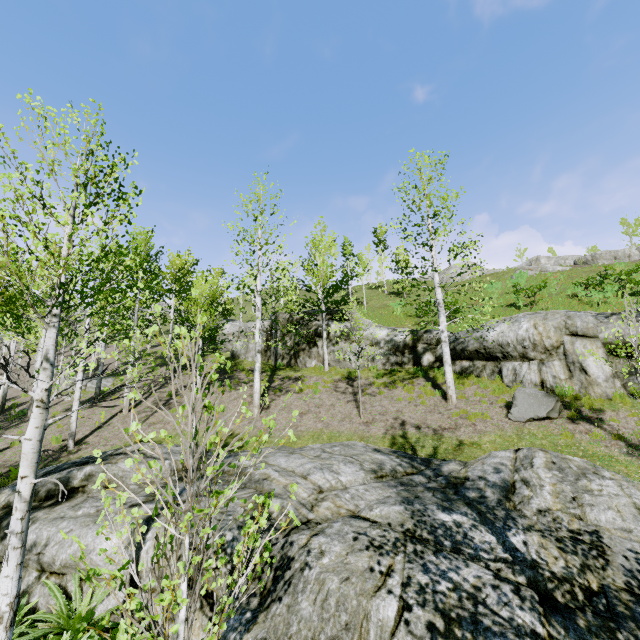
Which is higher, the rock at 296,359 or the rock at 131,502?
the rock at 296,359

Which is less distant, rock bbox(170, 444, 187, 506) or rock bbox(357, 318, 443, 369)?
rock bbox(170, 444, 187, 506)

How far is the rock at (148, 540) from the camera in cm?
577

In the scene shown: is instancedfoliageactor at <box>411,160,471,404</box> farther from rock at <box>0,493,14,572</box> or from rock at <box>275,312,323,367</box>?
rock at <box>275,312,323,367</box>

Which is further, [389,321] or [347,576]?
[389,321]

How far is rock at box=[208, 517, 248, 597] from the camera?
5.0 meters

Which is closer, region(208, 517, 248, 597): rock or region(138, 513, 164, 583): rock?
region(208, 517, 248, 597): rock
